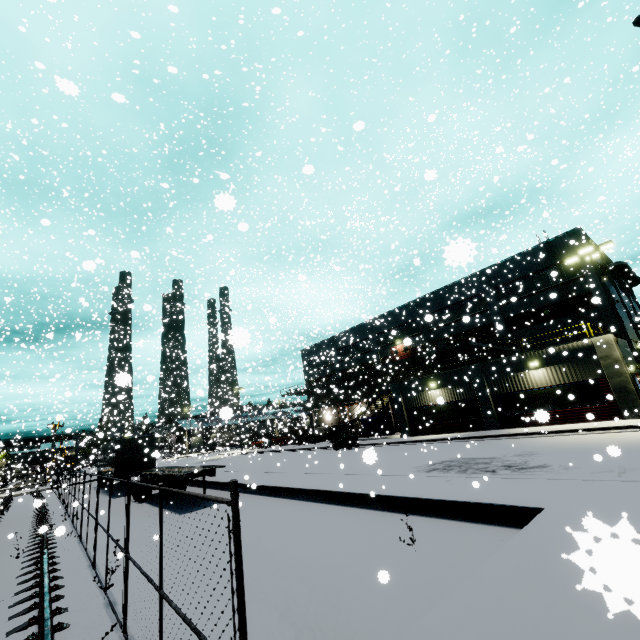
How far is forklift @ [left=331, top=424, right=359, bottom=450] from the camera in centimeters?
2839cm

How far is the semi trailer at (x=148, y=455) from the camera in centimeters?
1594cm

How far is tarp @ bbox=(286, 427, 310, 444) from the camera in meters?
37.4

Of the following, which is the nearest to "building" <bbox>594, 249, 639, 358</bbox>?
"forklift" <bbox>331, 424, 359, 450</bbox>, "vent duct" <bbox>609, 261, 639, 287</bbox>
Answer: "vent duct" <bbox>609, 261, 639, 287</bbox>

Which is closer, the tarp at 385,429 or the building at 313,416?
the tarp at 385,429

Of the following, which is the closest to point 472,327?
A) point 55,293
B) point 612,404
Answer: point 612,404

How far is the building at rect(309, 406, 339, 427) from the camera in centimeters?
3766cm

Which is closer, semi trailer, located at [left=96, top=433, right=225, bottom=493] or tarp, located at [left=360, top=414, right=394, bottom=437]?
semi trailer, located at [left=96, top=433, right=225, bottom=493]
